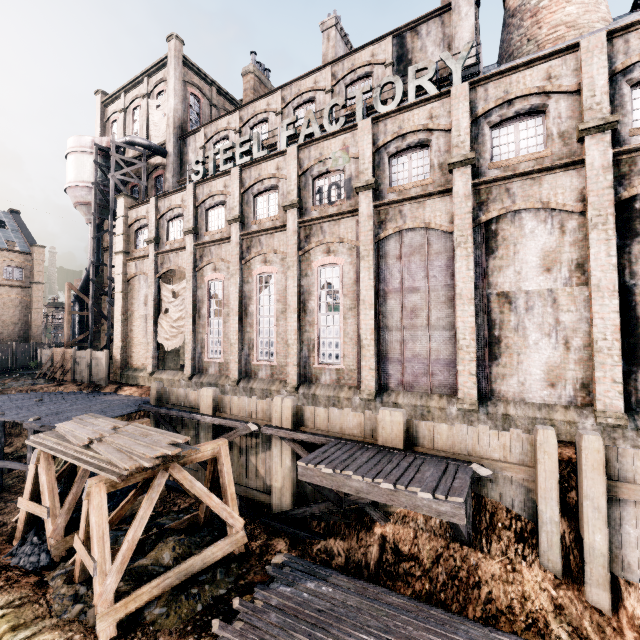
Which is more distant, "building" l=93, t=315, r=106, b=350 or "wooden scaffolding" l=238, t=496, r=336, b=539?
"building" l=93, t=315, r=106, b=350

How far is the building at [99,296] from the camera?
34.6m

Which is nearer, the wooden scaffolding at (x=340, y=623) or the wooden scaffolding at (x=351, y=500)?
the wooden scaffolding at (x=340, y=623)

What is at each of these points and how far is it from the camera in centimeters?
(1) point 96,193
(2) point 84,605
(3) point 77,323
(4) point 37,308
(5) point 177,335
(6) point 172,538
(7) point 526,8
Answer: (1) silo, 3066cm
(2) stone debris, 975cm
(3) silo, 3419cm
(4) building, 4262cm
(5) cloth, 2398cm
(6) stone debris, 1247cm
(7) chimney, 1902cm

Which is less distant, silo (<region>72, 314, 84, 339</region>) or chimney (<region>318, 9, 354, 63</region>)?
chimney (<region>318, 9, 354, 63</region>)

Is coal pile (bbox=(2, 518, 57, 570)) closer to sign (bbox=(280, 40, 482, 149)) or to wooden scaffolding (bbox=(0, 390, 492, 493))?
wooden scaffolding (bbox=(0, 390, 492, 493))

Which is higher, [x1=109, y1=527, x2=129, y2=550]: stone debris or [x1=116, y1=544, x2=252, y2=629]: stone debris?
[x1=109, y1=527, x2=129, y2=550]: stone debris

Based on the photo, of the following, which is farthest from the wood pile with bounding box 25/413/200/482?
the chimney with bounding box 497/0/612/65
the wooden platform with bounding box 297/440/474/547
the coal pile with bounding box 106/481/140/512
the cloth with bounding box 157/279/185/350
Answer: the chimney with bounding box 497/0/612/65
